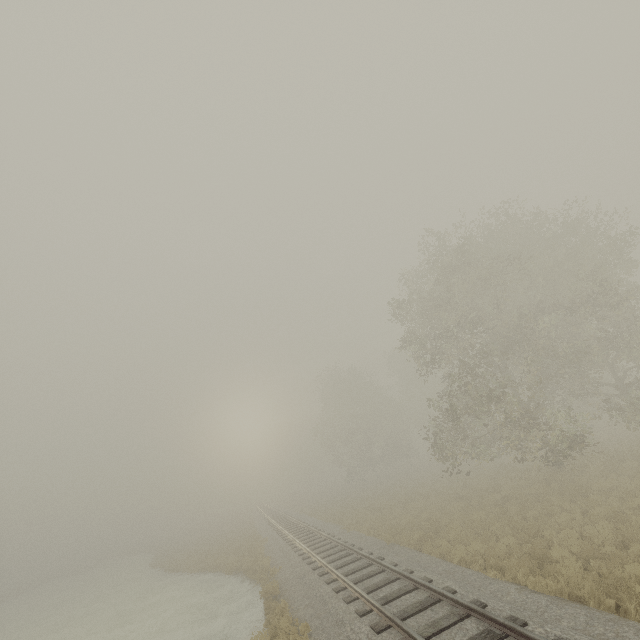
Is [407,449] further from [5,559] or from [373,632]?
[5,559]
